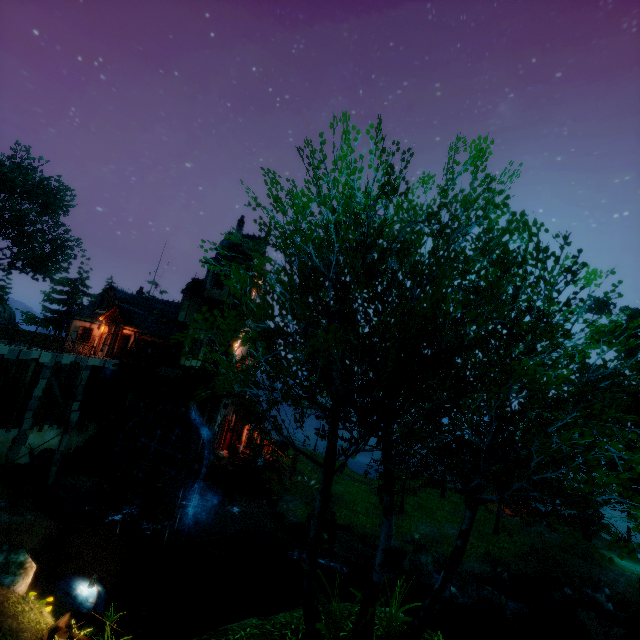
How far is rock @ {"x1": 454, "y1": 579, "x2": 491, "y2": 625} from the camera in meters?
18.0 m

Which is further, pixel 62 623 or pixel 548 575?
pixel 548 575

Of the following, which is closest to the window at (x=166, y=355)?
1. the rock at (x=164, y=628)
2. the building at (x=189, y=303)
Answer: the building at (x=189, y=303)

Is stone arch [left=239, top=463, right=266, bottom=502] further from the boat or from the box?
the boat

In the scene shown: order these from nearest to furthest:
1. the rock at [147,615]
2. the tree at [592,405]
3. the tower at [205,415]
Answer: the tree at [592,405]
the rock at [147,615]
the tower at [205,415]

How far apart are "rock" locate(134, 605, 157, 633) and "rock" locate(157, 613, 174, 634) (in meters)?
0.23

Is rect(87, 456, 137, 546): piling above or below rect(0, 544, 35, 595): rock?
below

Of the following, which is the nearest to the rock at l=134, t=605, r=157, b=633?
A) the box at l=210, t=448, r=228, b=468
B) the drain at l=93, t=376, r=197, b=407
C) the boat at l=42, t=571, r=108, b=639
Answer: the boat at l=42, t=571, r=108, b=639
